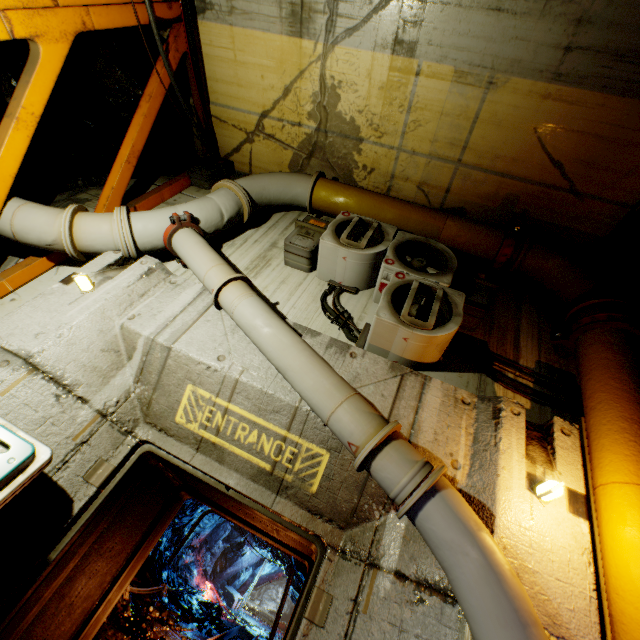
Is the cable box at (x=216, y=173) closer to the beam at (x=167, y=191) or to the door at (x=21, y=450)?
the beam at (x=167, y=191)

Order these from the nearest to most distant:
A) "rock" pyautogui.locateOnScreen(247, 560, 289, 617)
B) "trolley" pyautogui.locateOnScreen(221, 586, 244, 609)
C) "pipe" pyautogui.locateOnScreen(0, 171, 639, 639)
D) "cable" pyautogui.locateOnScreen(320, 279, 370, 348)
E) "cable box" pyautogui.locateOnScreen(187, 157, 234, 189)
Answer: "pipe" pyautogui.locateOnScreen(0, 171, 639, 639) < "cable" pyautogui.locateOnScreen(320, 279, 370, 348) < "cable box" pyautogui.locateOnScreen(187, 157, 234, 189) < "trolley" pyautogui.locateOnScreen(221, 586, 244, 609) < "rock" pyautogui.locateOnScreen(247, 560, 289, 617)

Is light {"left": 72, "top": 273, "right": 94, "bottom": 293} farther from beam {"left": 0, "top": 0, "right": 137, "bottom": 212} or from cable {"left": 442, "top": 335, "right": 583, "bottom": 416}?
cable {"left": 442, "top": 335, "right": 583, "bottom": 416}

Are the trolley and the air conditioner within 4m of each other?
no

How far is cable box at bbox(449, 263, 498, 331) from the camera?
3.72m

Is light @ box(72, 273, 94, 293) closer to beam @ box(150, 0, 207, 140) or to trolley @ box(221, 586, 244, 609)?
beam @ box(150, 0, 207, 140)

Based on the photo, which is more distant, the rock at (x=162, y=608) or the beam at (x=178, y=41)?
the rock at (x=162, y=608)

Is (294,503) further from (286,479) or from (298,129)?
(298,129)
